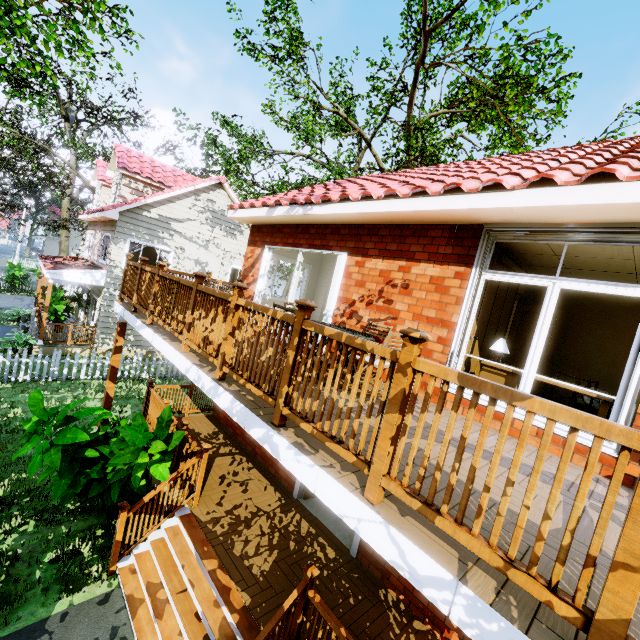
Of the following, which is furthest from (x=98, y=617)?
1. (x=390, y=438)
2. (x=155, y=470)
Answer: (x=390, y=438)

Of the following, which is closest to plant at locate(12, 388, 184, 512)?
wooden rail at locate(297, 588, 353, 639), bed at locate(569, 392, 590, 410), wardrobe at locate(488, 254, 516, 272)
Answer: wooden rail at locate(297, 588, 353, 639)

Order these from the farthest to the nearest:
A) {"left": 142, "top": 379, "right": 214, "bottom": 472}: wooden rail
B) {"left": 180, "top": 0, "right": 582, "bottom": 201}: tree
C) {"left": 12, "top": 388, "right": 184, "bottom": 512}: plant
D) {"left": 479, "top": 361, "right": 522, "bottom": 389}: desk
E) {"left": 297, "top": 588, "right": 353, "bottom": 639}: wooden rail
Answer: {"left": 180, "top": 0, "right": 582, "bottom": 201}: tree → {"left": 142, "top": 379, "right": 214, "bottom": 472}: wooden rail → {"left": 12, "top": 388, "right": 184, "bottom": 512}: plant → {"left": 479, "top": 361, "right": 522, "bottom": 389}: desk → {"left": 297, "top": 588, "right": 353, "bottom": 639}: wooden rail

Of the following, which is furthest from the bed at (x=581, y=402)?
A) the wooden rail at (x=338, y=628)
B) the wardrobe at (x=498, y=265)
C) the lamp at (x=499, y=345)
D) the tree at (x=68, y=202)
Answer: the tree at (x=68, y=202)

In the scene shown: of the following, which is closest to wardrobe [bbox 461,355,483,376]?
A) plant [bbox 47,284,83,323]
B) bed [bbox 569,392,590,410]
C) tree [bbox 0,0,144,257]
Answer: bed [bbox 569,392,590,410]

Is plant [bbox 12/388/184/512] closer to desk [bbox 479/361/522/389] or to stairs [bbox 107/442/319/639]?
stairs [bbox 107/442/319/639]

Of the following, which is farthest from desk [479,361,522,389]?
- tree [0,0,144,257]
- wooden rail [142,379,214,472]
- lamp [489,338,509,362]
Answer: tree [0,0,144,257]

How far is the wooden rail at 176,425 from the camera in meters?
6.2 m
